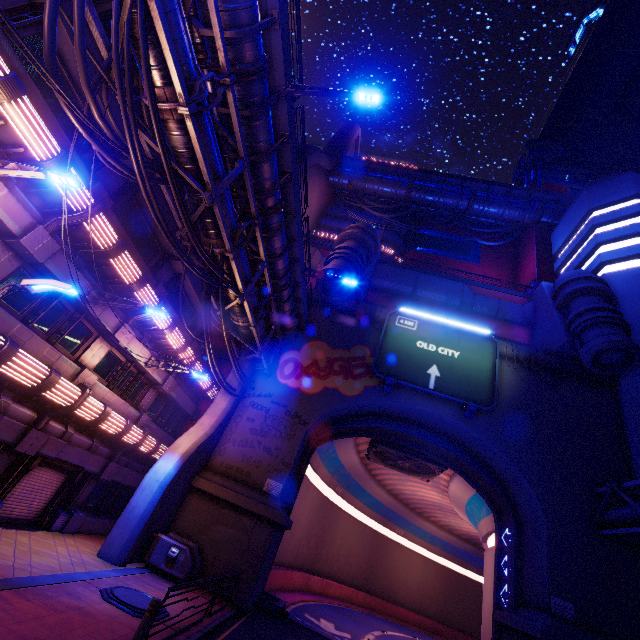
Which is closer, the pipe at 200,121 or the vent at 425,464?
the pipe at 200,121

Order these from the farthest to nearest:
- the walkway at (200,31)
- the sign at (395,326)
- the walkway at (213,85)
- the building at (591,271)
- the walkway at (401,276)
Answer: the walkway at (401,276), the sign at (395,326), the building at (591,271), the walkway at (213,85), the walkway at (200,31)

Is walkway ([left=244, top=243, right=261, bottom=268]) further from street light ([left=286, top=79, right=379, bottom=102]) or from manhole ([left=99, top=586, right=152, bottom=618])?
manhole ([left=99, top=586, right=152, bottom=618])

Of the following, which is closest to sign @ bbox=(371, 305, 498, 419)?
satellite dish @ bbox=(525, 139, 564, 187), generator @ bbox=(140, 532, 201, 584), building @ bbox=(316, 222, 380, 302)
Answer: building @ bbox=(316, 222, 380, 302)

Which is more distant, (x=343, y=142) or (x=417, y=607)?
(x=343, y=142)

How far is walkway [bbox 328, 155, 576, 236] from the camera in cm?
3969

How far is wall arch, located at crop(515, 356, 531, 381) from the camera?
21.0 meters

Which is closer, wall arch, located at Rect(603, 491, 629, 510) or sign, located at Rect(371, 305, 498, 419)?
wall arch, located at Rect(603, 491, 629, 510)
